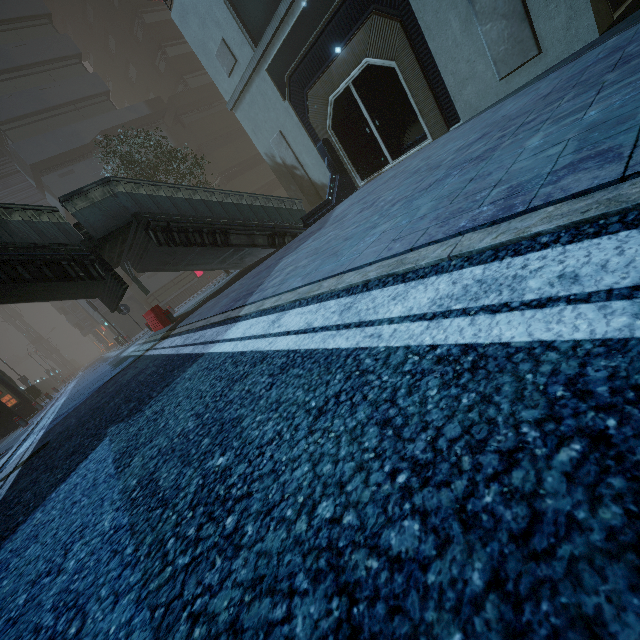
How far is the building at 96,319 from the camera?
29.72m

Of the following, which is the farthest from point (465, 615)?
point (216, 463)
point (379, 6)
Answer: point (379, 6)

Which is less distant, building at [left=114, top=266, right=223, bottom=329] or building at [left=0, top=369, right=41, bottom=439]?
building at [left=0, top=369, right=41, bottom=439]

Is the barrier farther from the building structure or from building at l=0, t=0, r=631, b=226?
building at l=0, t=0, r=631, b=226

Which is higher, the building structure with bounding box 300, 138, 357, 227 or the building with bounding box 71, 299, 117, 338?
the building with bounding box 71, 299, 117, 338

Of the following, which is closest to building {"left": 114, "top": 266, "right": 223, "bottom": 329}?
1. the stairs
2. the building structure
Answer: the building structure

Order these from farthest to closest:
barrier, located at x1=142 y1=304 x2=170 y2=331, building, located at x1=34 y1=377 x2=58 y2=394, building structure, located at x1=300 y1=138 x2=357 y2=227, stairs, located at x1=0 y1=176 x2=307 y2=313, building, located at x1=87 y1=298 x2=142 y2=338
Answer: building, located at x1=34 y1=377 x2=58 y2=394
building, located at x1=87 y1=298 x2=142 y2=338
barrier, located at x1=142 y1=304 x2=170 y2=331
building structure, located at x1=300 y1=138 x2=357 y2=227
stairs, located at x1=0 y1=176 x2=307 y2=313
